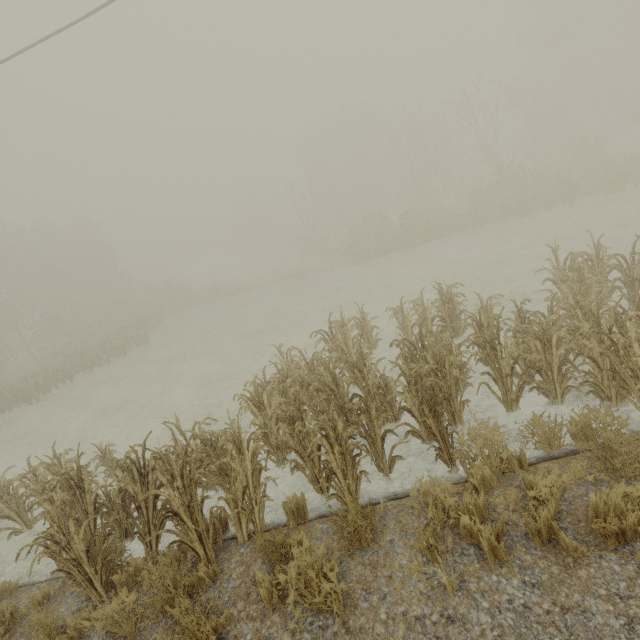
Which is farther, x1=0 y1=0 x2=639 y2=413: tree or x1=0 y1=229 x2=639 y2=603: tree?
x1=0 y1=0 x2=639 y2=413: tree

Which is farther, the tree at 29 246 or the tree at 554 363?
the tree at 29 246

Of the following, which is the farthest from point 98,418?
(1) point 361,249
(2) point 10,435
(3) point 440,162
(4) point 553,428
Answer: (3) point 440,162
